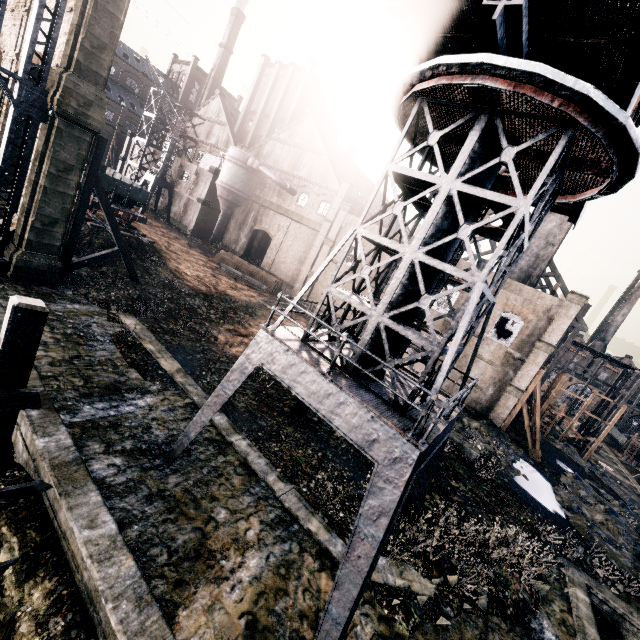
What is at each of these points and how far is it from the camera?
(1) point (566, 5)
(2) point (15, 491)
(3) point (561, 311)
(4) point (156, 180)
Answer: (1) crane, 5.82m
(2) wooden scaffolding, 7.81m
(3) building, 26.36m
(4) crane, 45.81m

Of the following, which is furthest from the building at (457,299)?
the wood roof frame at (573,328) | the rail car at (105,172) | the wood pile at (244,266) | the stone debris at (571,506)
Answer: the stone debris at (571,506)

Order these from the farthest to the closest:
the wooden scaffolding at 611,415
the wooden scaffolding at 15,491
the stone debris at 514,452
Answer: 1. the wooden scaffolding at 611,415
2. the stone debris at 514,452
3. the wooden scaffolding at 15,491

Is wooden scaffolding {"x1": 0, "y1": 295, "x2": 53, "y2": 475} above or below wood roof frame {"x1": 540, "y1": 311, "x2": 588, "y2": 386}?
below

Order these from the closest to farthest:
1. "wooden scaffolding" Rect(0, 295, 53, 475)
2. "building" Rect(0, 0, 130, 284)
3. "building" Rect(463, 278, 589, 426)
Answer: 1. "wooden scaffolding" Rect(0, 295, 53, 475)
2. "building" Rect(0, 0, 130, 284)
3. "building" Rect(463, 278, 589, 426)

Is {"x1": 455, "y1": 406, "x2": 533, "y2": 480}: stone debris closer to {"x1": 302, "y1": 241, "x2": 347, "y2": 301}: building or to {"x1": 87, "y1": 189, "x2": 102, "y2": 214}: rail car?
{"x1": 302, "y1": 241, "x2": 347, "y2": 301}: building

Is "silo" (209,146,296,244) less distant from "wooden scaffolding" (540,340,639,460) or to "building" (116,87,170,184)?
"building" (116,87,170,184)

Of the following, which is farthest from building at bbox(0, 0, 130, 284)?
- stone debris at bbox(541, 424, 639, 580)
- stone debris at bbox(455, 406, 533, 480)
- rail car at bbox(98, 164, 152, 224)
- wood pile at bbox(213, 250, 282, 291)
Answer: stone debris at bbox(541, 424, 639, 580)
